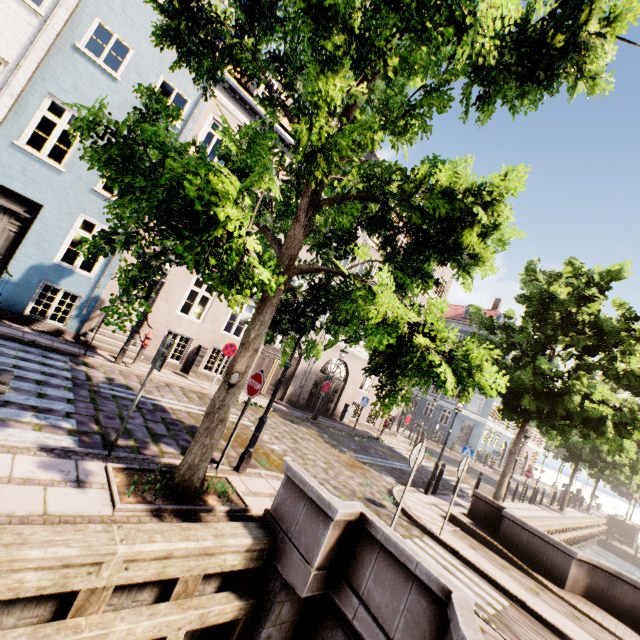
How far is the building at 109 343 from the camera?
10.7 meters

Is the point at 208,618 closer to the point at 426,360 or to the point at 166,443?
the point at 166,443

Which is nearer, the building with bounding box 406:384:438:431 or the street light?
the street light

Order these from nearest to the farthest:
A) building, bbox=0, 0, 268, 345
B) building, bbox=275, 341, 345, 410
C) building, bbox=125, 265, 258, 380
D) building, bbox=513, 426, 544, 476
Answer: building, bbox=0, 0, 268, 345 → building, bbox=125, 265, 258, 380 → building, bbox=275, 341, 345, 410 → building, bbox=513, 426, 544, 476

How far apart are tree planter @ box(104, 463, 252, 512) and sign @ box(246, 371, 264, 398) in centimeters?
139cm

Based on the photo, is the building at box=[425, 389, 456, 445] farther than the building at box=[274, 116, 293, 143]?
Yes

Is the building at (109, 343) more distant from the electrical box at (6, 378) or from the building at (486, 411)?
the electrical box at (6, 378)
